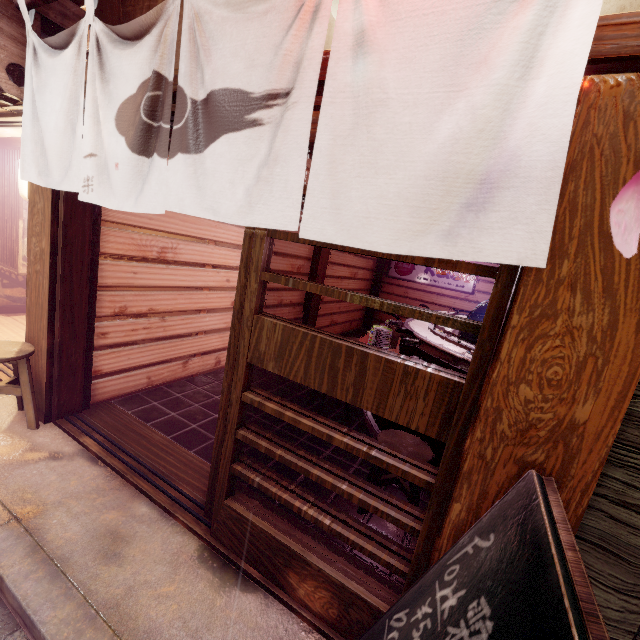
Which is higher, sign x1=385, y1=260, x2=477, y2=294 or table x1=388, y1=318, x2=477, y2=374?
sign x1=385, y1=260, x2=477, y2=294

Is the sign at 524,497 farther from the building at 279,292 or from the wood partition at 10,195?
the wood partition at 10,195

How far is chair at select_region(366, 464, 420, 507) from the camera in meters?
4.8

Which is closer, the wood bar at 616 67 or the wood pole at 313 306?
the wood bar at 616 67

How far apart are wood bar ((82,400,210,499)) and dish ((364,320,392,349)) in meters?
3.7 m

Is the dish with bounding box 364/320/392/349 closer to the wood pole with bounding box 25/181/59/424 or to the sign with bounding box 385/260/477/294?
the wood pole with bounding box 25/181/59/424

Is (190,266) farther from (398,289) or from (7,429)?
(398,289)

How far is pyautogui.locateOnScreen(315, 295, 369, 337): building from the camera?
14.67m
